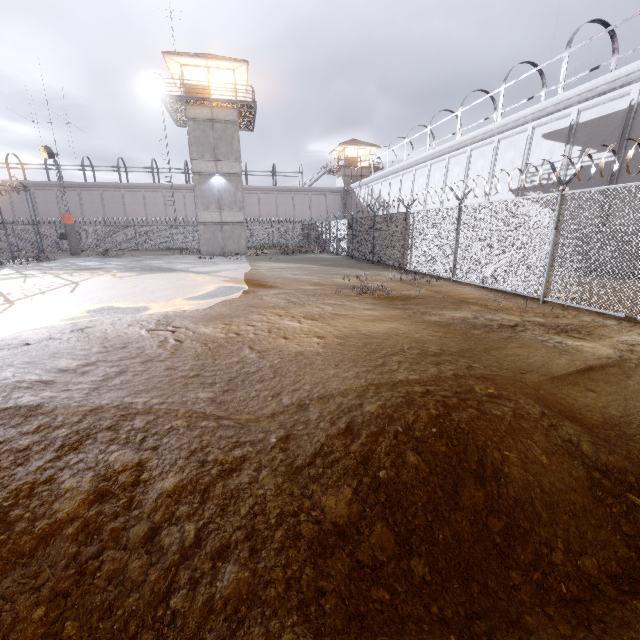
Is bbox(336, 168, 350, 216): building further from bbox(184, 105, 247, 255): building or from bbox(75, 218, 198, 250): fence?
bbox(184, 105, 247, 255): building

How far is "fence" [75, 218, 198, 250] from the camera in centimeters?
3662cm

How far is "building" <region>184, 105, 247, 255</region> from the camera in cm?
2600

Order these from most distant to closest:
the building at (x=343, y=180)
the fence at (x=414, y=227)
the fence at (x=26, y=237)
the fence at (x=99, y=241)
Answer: the building at (x=343, y=180) → the fence at (x=99, y=241) → the fence at (x=26, y=237) → the fence at (x=414, y=227)

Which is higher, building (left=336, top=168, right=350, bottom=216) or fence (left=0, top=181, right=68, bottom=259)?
building (left=336, top=168, right=350, bottom=216)

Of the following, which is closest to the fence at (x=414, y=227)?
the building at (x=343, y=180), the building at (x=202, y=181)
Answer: the building at (x=202, y=181)

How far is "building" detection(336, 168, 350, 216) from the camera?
47.36m

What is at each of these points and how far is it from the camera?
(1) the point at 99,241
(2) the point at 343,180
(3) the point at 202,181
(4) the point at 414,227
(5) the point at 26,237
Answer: (1) fence, 37.0 meters
(2) building, 47.7 meters
(3) building, 27.0 meters
(4) fence, 15.0 meters
(5) fence, 35.2 meters
